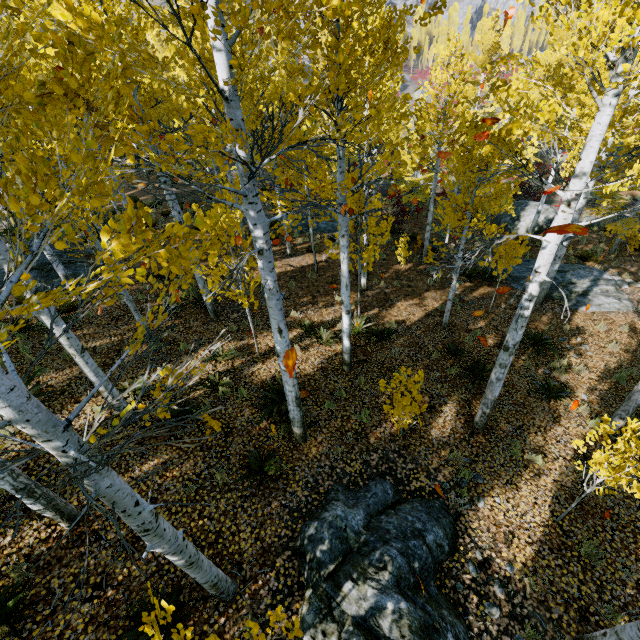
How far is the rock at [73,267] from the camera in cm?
1222

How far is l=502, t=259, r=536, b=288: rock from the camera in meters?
14.2

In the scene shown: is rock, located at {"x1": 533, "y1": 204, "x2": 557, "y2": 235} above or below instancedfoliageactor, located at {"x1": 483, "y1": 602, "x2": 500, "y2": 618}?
below

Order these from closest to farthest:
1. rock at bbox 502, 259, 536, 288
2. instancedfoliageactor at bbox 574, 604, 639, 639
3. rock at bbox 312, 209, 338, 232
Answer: instancedfoliageactor at bbox 574, 604, 639, 639, rock at bbox 502, 259, 536, 288, rock at bbox 312, 209, 338, 232

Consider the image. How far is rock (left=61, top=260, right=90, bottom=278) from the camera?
12.2 meters

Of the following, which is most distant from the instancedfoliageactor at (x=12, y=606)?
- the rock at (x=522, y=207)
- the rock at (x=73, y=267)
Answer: the rock at (x=522, y=207)

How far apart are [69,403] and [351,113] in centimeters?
831cm

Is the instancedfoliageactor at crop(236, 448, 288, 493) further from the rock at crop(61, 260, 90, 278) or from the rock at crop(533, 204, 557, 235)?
the rock at crop(533, 204, 557, 235)
